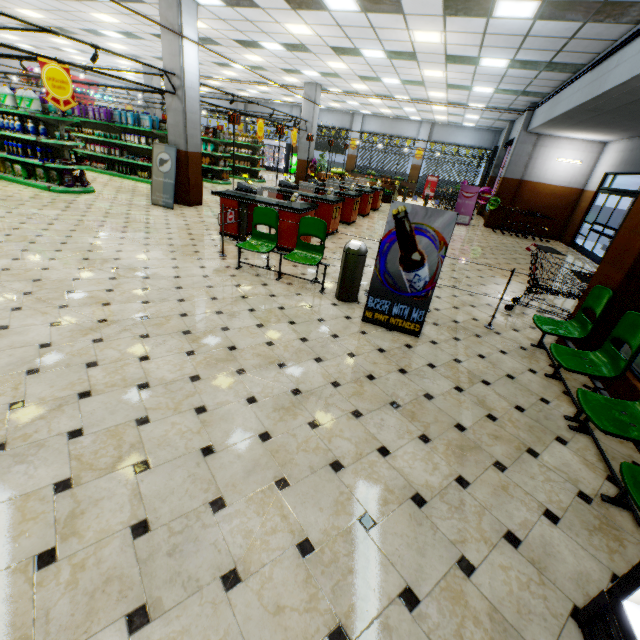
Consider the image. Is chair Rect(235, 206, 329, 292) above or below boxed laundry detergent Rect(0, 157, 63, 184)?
above

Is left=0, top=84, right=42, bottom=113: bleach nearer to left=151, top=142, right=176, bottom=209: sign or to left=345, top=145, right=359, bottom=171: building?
left=345, top=145, right=359, bottom=171: building

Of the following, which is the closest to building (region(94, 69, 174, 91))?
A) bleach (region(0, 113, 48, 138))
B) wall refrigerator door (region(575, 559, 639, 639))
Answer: wall refrigerator door (region(575, 559, 639, 639))

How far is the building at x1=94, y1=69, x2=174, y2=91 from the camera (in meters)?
8.73

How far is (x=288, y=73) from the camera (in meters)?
14.62

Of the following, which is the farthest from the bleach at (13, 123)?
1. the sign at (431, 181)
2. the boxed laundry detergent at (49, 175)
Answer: the sign at (431, 181)

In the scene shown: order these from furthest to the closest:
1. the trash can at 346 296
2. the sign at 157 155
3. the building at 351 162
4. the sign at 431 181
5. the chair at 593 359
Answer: the building at 351 162, the sign at 431 181, the sign at 157 155, the trash can at 346 296, the chair at 593 359

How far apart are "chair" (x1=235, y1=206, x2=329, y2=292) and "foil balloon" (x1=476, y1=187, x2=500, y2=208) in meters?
12.4 m
